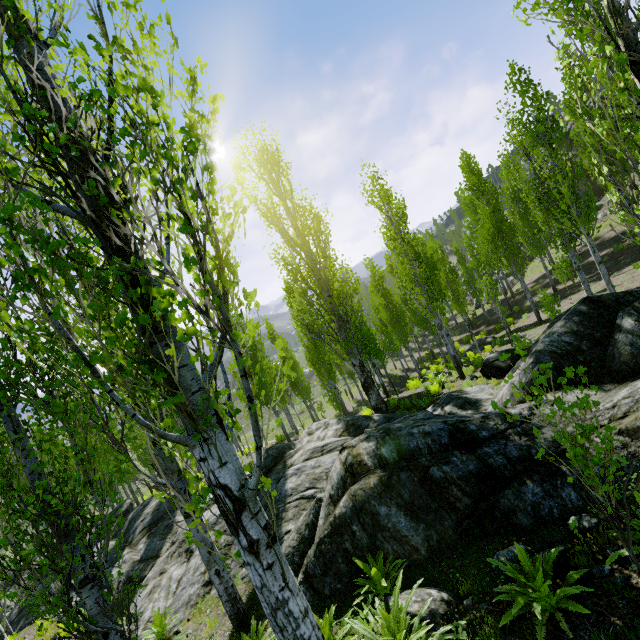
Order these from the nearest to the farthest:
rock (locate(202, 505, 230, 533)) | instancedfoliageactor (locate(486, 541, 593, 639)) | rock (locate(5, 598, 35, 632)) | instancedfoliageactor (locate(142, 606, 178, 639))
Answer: instancedfoliageactor (locate(486, 541, 593, 639)) → instancedfoliageactor (locate(142, 606, 178, 639)) → rock (locate(202, 505, 230, 533)) → rock (locate(5, 598, 35, 632))

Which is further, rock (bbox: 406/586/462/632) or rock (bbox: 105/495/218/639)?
rock (bbox: 105/495/218/639)

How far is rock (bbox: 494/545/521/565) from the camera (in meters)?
4.47

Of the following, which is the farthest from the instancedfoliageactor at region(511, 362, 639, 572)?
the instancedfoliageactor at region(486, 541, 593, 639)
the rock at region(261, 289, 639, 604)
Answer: the instancedfoliageactor at region(486, 541, 593, 639)

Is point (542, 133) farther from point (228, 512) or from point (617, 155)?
point (228, 512)

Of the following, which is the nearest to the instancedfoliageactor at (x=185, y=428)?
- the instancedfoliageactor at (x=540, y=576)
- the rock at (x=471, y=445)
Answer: the rock at (x=471, y=445)

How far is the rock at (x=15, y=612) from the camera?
12.35m
